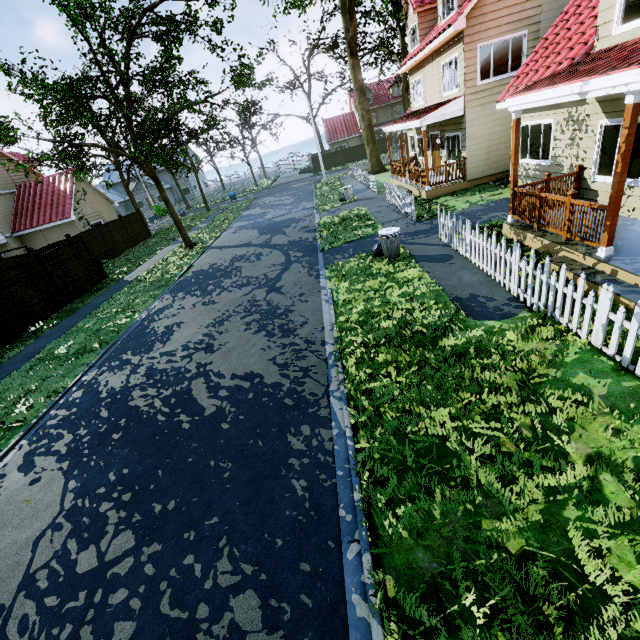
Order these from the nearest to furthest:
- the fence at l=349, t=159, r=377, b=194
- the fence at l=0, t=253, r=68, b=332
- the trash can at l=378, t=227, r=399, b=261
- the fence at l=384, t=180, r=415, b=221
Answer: the trash can at l=378, t=227, r=399, b=261
the fence at l=0, t=253, r=68, b=332
the fence at l=384, t=180, r=415, b=221
the fence at l=349, t=159, r=377, b=194

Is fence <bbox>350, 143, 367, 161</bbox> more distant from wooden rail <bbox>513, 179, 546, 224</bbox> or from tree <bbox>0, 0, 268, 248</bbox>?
wooden rail <bbox>513, 179, 546, 224</bbox>

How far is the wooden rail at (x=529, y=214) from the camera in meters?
8.2 m

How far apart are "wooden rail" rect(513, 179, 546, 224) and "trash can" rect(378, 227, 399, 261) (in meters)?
3.11

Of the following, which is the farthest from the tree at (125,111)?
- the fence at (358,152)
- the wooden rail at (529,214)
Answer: the wooden rail at (529,214)

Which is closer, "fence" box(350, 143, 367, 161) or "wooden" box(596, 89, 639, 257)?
"wooden" box(596, 89, 639, 257)

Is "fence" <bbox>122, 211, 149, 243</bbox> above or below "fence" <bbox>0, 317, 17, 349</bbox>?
above

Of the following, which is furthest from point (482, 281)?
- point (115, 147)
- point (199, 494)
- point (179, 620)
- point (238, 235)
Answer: point (115, 147)
